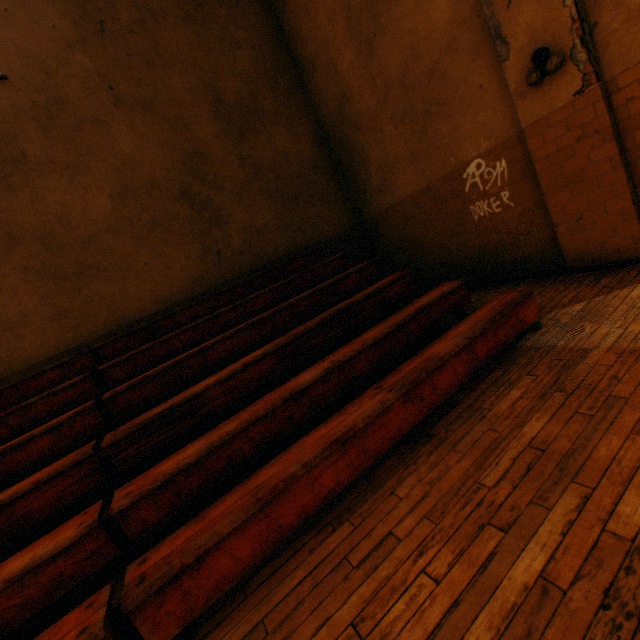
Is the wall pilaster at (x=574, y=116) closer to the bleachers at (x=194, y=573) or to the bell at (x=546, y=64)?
the bell at (x=546, y=64)

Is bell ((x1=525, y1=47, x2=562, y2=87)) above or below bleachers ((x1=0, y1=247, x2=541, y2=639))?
above

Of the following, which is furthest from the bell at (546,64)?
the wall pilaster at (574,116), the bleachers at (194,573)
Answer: the bleachers at (194,573)

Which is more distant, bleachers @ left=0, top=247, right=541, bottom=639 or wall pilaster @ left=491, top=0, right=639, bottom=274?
wall pilaster @ left=491, top=0, right=639, bottom=274

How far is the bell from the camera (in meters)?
3.44

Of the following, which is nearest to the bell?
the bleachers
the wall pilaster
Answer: the wall pilaster

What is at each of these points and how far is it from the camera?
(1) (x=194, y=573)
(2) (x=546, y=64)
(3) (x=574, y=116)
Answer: (1) bleachers, 1.78m
(2) bell, 3.51m
(3) wall pilaster, 3.58m
